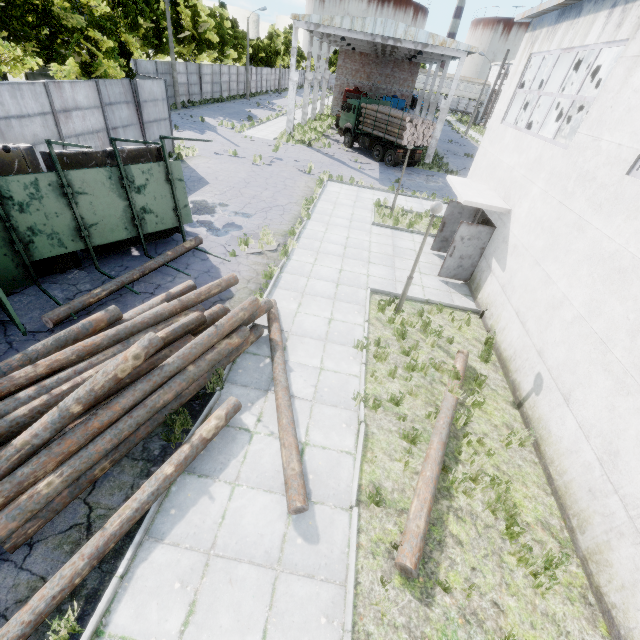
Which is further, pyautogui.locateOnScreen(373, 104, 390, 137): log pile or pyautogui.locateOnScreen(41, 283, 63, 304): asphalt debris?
pyautogui.locateOnScreen(373, 104, 390, 137): log pile

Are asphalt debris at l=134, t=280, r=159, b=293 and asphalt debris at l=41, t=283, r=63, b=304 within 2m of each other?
yes

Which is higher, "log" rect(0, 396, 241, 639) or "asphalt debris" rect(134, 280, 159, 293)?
"log" rect(0, 396, 241, 639)

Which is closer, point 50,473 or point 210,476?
point 50,473

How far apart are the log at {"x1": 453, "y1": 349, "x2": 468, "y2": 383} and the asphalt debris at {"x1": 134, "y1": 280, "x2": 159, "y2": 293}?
8.04m

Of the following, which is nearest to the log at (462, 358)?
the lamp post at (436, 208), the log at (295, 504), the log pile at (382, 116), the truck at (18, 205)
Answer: the log at (295, 504)

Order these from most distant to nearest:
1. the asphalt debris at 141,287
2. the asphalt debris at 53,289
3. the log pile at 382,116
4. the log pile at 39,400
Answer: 1. the log pile at 382,116
2. the asphalt debris at 141,287
3. the asphalt debris at 53,289
4. the log pile at 39,400

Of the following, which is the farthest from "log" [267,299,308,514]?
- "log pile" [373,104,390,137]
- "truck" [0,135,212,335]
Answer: "log pile" [373,104,390,137]
